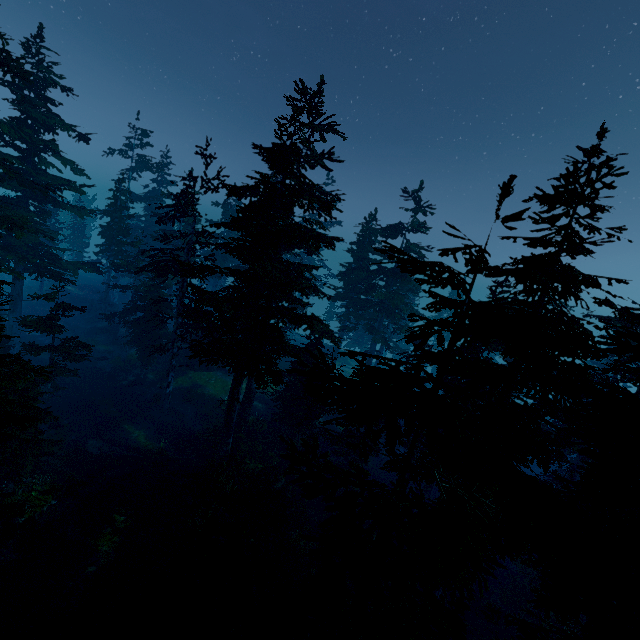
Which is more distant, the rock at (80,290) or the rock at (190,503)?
the rock at (80,290)

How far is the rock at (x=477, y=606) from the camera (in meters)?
19.73

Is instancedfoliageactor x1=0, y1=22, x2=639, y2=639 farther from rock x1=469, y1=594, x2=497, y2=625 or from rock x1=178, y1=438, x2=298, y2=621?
rock x1=469, y1=594, x2=497, y2=625

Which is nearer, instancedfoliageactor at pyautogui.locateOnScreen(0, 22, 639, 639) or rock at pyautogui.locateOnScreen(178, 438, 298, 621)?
instancedfoliageactor at pyautogui.locateOnScreen(0, 22, 639, 639)

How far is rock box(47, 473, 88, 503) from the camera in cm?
1623

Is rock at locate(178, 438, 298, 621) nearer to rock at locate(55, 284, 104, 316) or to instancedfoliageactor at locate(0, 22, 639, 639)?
instancedfoliageactor at locate(0, 22, 639, 639)

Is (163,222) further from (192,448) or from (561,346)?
(561,346)
